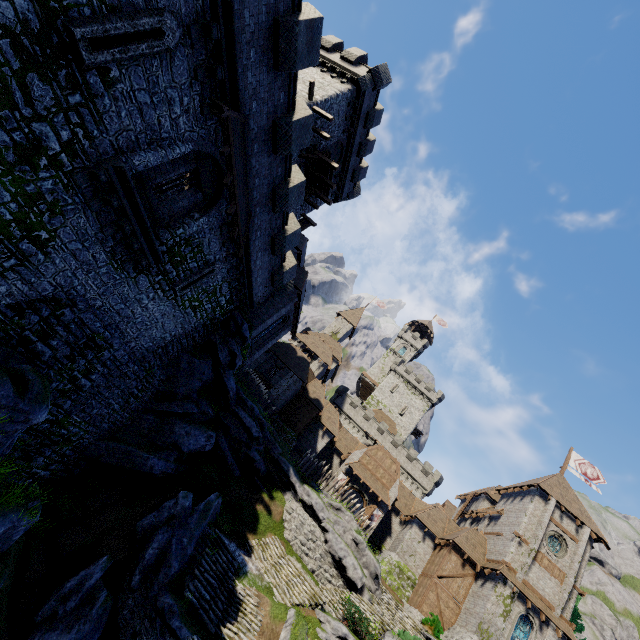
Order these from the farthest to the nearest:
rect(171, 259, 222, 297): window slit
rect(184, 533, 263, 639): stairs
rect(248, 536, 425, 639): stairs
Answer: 1. rect(248, 536, 425, 639): stairs
2. rect(171, 259, 222, 297): window slit
3. rect(184, 533, 263, 639): stairs

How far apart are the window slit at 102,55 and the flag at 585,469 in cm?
4756

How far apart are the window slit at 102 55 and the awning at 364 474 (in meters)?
35.48

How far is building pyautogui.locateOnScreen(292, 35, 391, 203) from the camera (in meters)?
23.20

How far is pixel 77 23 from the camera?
7.1m

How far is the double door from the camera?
33.22m

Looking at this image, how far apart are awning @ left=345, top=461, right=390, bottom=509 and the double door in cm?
45

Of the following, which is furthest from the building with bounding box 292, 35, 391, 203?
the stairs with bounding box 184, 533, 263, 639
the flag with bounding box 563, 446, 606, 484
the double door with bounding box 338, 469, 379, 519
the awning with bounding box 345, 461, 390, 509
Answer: the flag with bounding box 563, 446, 606, 484
